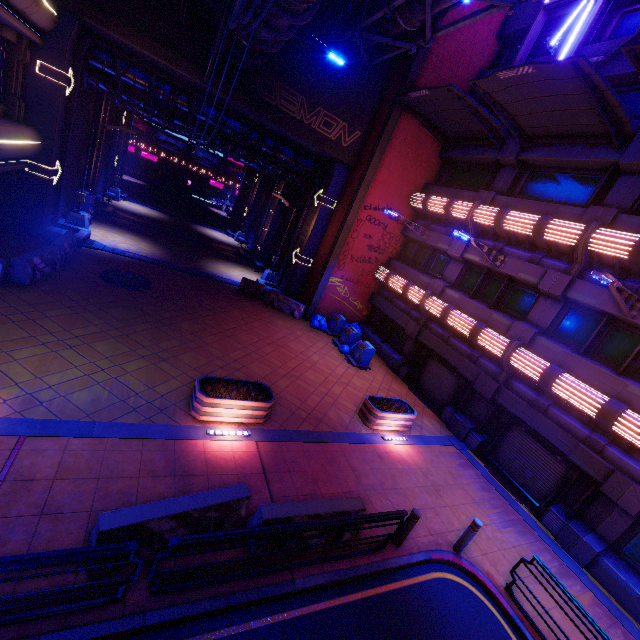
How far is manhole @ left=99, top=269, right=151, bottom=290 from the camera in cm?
1402

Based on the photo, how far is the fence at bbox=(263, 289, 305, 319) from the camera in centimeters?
1933cm

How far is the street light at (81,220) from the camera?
16.70m

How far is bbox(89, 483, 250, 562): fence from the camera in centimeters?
494cm

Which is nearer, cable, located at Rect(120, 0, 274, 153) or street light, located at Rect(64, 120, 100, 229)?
cable, located at Rect(120, 0, 274, 153)

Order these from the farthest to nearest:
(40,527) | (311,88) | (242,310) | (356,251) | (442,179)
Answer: (356,251), (442,179), (242,310), (311,88), (40,527)

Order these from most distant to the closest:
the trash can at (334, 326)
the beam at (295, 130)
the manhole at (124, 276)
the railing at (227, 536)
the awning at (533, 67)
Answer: the trash can at (334, 326) → the beam at (295, 130) → the manhole at (124, 276) → the awning at (533, 67) → the railing at (227, 536)

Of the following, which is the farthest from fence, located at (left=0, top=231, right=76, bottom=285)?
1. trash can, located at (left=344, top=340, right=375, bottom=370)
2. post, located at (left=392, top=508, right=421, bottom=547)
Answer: post, located at (left=392, top=508, right=421, bottom=547)
